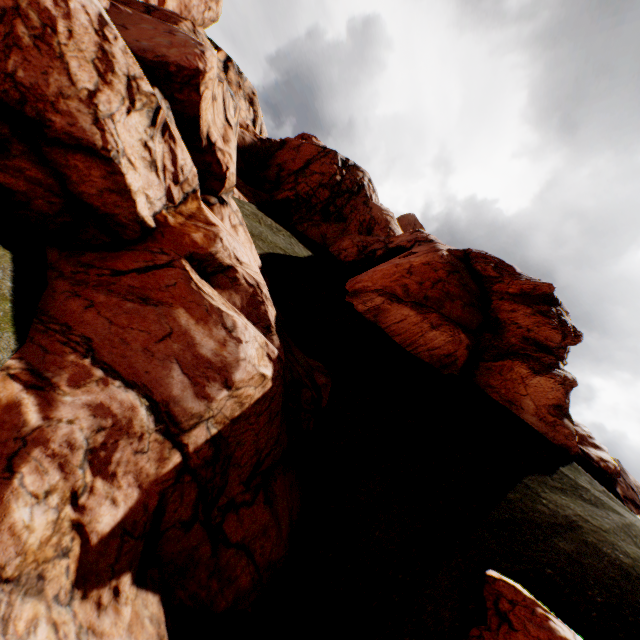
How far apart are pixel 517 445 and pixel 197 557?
12.37m

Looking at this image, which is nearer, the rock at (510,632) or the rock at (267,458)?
the rock at (267,458)

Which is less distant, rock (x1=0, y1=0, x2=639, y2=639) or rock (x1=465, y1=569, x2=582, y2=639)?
rock (x1=0, y1=0, x2=639, y2=639)
